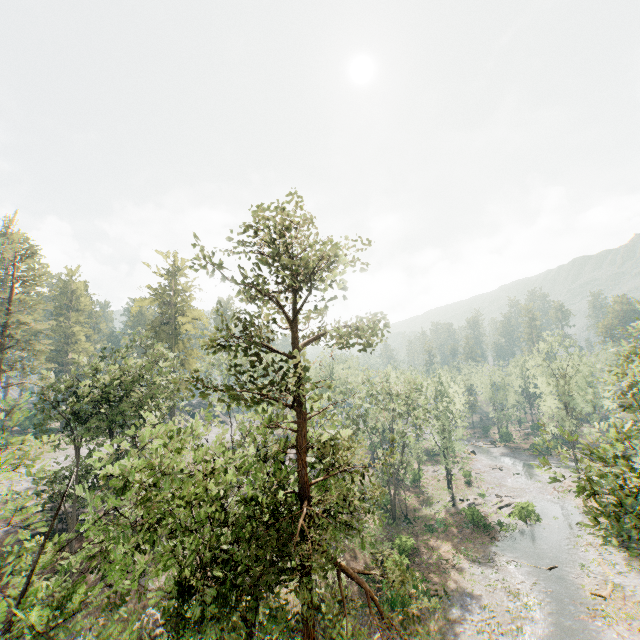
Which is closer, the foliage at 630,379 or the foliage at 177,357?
the foliage at 177,357

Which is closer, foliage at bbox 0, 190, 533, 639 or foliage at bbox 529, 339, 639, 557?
foliage at bbox 0, 190, 533, 639

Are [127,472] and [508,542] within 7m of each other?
no
